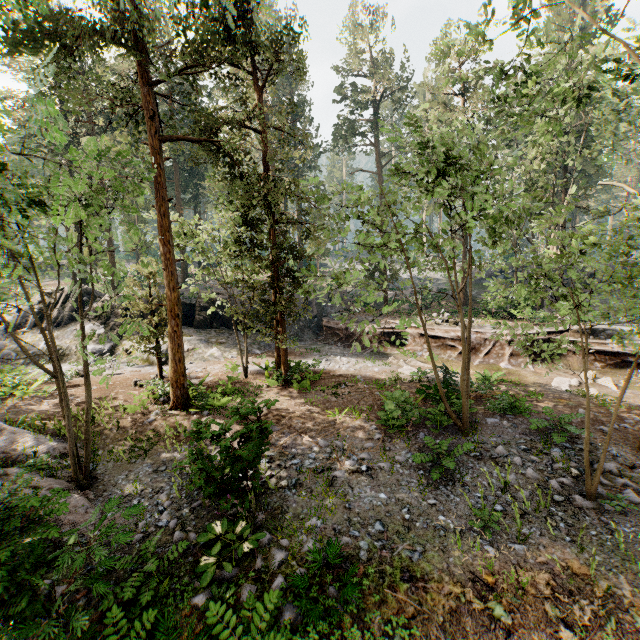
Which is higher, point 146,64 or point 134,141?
point 146,64

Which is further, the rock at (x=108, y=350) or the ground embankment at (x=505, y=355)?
the rock at (x=108, y=350)

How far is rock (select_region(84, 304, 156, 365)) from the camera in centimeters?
2008cm

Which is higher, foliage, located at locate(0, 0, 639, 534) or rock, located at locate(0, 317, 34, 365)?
foliage, located at locate(0, 0, 639, 534)

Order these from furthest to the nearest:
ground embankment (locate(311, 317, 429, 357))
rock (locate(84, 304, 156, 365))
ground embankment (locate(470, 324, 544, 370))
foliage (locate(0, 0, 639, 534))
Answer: ground embankment (locate(311, 317, 429, 357)), rock (locate(84, 304, 156, 365)), ground embankment (locate(470, 324, 544, 370)), foliage (locate(0, 0, 639, 534))

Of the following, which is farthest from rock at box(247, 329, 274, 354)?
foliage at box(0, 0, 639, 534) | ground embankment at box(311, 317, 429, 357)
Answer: foliage at box(0, 0, 639, 534)

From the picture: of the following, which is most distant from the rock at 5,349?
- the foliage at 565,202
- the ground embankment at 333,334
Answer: the foliage at 565,202
